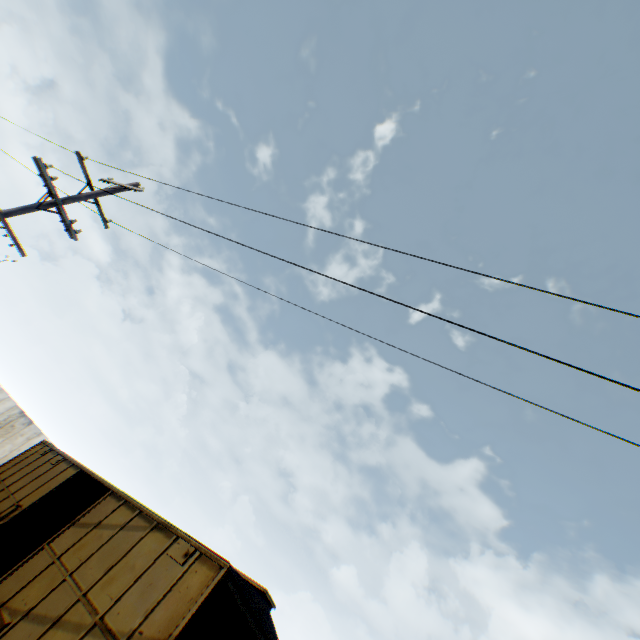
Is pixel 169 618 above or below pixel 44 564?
above
